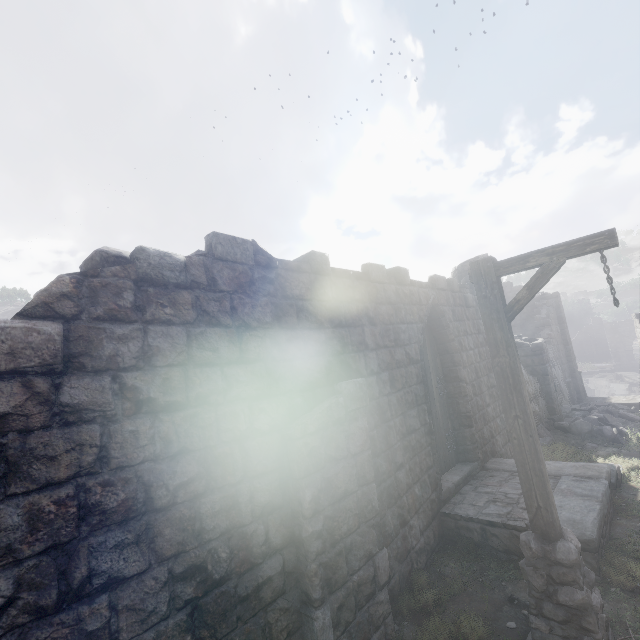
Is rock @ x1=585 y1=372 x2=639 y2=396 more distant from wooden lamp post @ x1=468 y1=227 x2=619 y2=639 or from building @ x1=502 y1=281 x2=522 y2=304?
wooden lamp post @ x1=468 y1=227 x2=619 y2=639

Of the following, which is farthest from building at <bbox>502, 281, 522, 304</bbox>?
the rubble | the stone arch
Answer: the stone arch

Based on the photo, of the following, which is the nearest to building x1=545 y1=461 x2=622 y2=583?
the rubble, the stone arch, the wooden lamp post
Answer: the rubble

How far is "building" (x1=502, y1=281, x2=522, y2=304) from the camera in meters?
23.2

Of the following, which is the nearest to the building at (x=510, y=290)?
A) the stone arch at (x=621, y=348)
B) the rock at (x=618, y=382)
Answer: the stone arch at (x=621, y=348)

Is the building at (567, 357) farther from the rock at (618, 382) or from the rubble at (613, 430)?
the rock at (618, 382)

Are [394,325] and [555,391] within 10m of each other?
no

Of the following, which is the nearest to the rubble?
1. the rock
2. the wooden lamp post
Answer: the wooden lamp post
